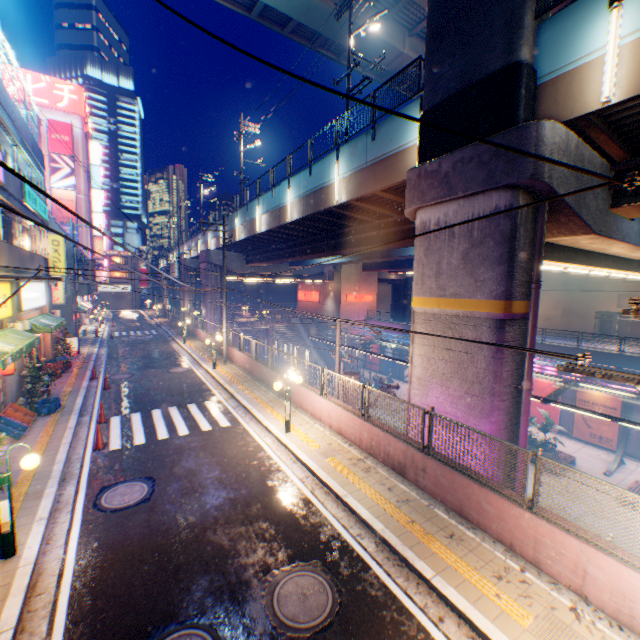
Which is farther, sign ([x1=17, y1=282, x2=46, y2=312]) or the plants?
sign ([x1=17, y1=282, x2=46, y2=312])

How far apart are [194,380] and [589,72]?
19.9m

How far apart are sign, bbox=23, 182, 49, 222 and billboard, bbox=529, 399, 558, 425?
35.00m

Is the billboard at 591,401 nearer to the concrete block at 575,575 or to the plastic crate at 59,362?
the concrete block at 575,575

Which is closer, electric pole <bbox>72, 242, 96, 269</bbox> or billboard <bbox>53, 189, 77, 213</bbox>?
electric pole <bbox>72, 242, 96, 269</bbox>

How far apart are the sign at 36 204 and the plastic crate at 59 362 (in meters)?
7.65

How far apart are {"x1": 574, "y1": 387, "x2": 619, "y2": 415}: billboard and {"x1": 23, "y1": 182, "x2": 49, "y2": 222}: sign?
35.8m

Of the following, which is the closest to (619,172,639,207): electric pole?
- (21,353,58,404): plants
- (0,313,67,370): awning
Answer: (0,313,67,370): awning
